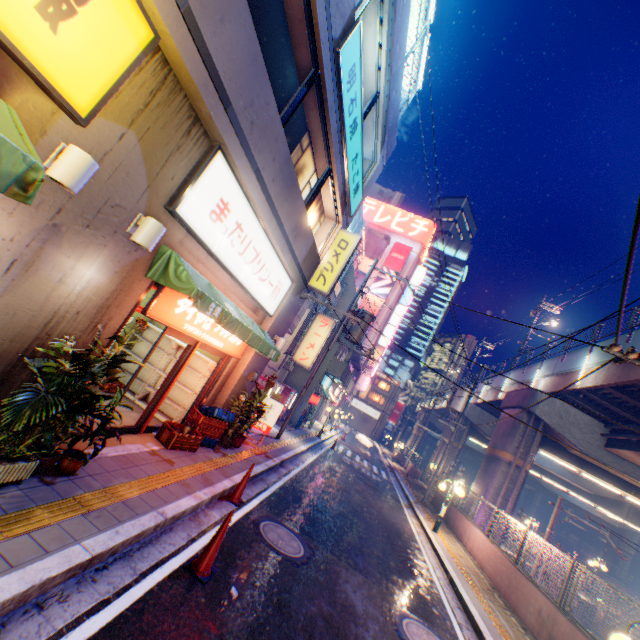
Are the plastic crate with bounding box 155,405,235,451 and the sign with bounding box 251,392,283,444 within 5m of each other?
yes

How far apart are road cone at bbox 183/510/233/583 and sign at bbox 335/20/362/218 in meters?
8.6 m

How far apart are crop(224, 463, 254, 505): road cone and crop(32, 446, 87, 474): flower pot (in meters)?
3.44

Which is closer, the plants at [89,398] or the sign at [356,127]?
the plants at [89,398]

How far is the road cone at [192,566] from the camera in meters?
4.4 m

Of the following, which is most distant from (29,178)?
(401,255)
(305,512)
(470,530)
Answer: (401,255)

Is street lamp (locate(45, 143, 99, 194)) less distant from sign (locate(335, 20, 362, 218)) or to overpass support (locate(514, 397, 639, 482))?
sign (locate(335, 20, 362, 218))

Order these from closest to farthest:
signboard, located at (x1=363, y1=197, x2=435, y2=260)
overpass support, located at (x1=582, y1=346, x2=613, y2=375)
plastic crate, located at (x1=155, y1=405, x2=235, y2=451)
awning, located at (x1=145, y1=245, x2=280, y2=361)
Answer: awning, located at (x1=145, y1=245, x2=280, y2=361), plastic crate, located at (x1=155, y1=405, x2=235, y2=451), overpass support, located at (x1=582, y1=346, x2=613, y2=375), signboard, located at (x1=363, y1=197, x2=435, y2=260)
